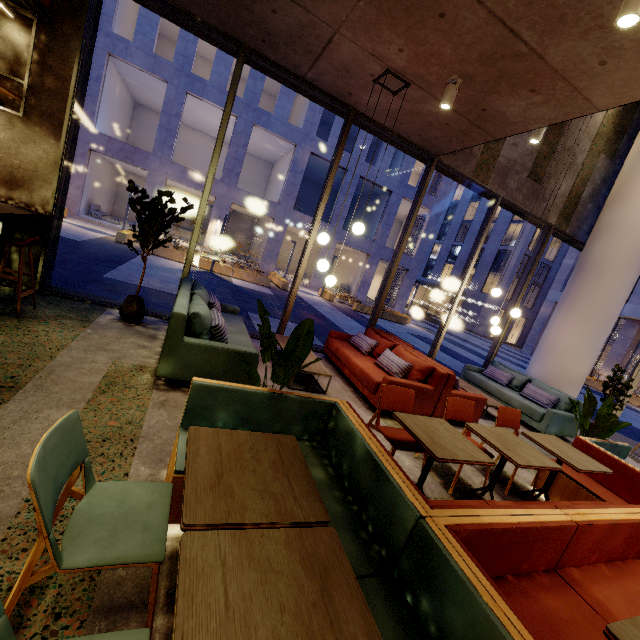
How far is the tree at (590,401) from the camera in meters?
4.4

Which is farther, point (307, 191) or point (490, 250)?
point (490, 250)

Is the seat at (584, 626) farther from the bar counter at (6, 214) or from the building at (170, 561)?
the bar counter at (6, 214)

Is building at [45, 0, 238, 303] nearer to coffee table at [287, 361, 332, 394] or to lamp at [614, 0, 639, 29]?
coffee table at [287, 361, 332, 394]

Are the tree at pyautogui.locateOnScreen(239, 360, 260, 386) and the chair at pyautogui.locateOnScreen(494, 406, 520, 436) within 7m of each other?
yes

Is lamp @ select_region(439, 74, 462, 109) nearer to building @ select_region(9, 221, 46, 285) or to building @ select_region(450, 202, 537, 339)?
building @ select_region(9, 221, 46, 285)

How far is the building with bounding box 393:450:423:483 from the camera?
3.49m

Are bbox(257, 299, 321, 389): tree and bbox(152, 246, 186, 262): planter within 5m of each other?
no
